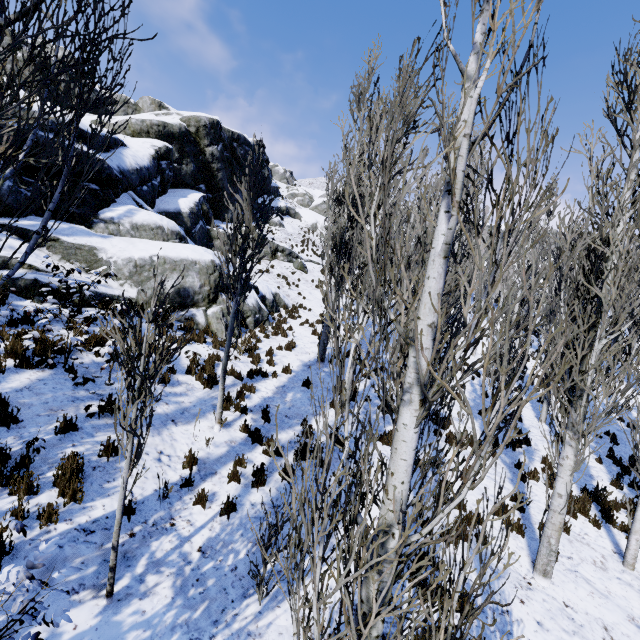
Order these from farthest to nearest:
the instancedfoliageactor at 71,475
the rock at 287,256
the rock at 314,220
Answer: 1. the rock at 314,220
2. the rock at 287,256
3. the instancedfoliageactor at 71,475

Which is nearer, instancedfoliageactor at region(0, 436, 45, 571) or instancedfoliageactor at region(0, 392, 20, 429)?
instancedfoliageactor at region(0, 436, 45, 571)

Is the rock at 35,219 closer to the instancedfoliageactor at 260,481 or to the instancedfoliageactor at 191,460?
the instancedfoliageactor at 260,481

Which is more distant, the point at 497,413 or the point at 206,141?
the point at 206,141

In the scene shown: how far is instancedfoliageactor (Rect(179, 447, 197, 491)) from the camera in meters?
5.9

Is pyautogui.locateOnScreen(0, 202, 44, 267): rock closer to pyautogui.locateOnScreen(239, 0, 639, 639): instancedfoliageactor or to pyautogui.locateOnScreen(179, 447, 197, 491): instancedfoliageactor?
pyautogui.locateOnScreen(239, 0, 639, 639): instancedfoliageactor

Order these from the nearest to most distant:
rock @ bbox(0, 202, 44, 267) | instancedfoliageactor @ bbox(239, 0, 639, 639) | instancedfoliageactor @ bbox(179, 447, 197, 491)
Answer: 1. instancedfoliageactor @ bbox(239, 0, 639, 639)
2. instancedfoliageactor @ bbox(179, 447, 197, 491)
3. rock @ bbox(0, 202, 44, 267)

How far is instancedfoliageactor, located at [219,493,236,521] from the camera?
5.6 meters
